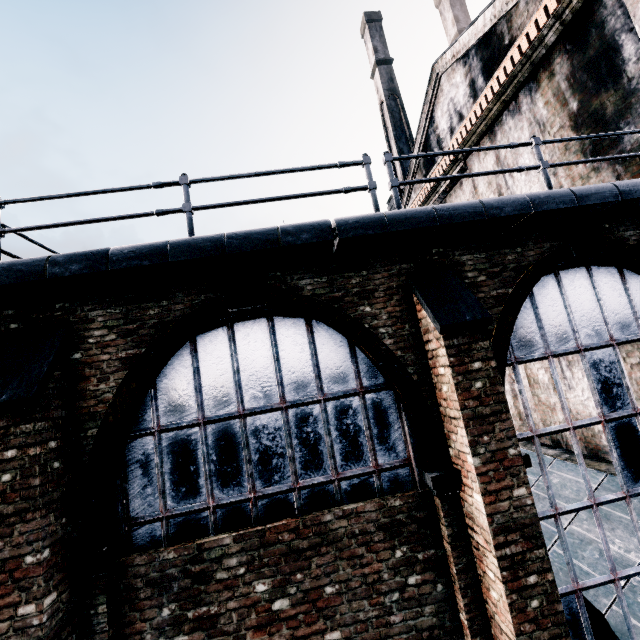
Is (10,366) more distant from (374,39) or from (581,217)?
(374,39)
